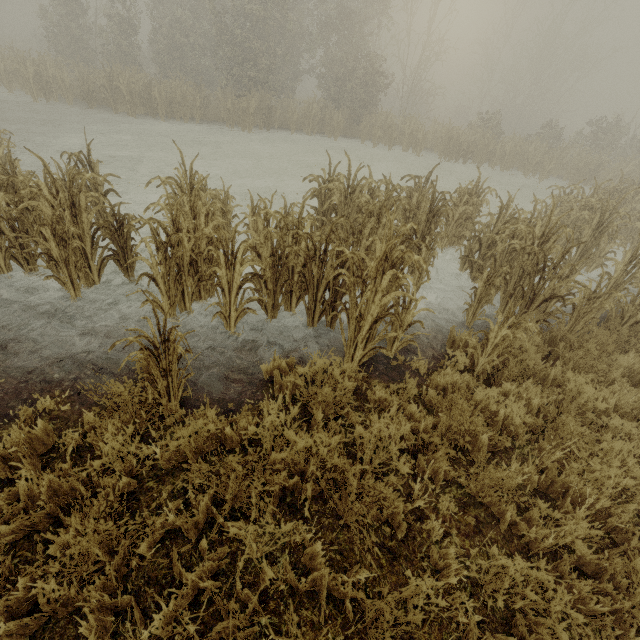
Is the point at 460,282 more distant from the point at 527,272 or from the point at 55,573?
the point at 55,573
